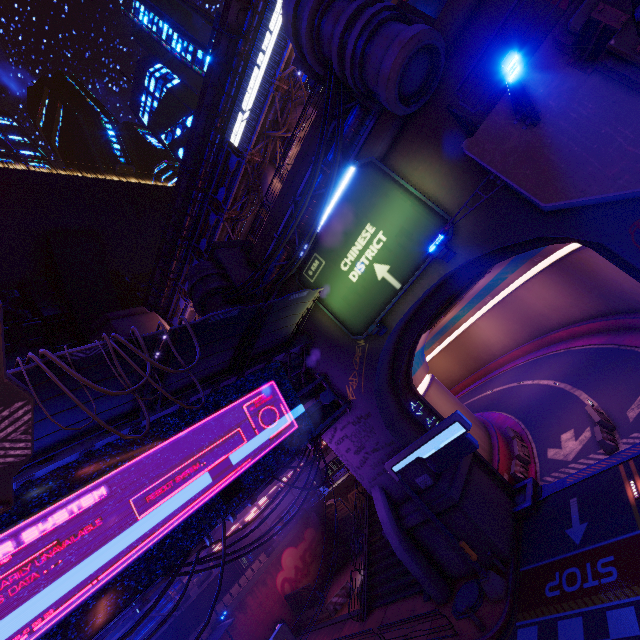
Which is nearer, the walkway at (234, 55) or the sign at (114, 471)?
the sign at (114, 471)

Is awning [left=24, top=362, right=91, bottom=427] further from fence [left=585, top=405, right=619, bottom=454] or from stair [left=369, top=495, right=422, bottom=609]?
fence [left=585, top=405, right=619, bottom=454]

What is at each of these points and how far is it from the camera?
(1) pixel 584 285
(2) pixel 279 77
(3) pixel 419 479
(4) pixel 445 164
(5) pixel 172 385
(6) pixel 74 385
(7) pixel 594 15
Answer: (1) tunnel, 26.9m
(2) pipe, 33.2m
(3) wall arch, 18.1m
(4) wall arch, 13.8m
(5) awning, 12.3m
(6) awning, 8.5m
(7) vent, 6.4m

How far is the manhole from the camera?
15.1m

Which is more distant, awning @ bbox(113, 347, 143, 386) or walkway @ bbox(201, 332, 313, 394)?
walkway @ bbox(201, 332, 313, 394)

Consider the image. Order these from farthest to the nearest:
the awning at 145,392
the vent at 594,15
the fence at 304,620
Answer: the fence at 304,620
the awning at 145,392
the vent at 594,15

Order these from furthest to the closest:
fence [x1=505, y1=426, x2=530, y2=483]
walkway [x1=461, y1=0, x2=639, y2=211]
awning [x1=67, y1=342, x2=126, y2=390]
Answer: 1. fence [x1=505, y1=426, x2=530, y2=483]
2. awning [x1=67, y1=342, x2=126, y2=390]
3. walkway [x1=461, y1=0, x2=639, y2=211]

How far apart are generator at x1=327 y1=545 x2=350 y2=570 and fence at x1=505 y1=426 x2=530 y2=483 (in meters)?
21.34
